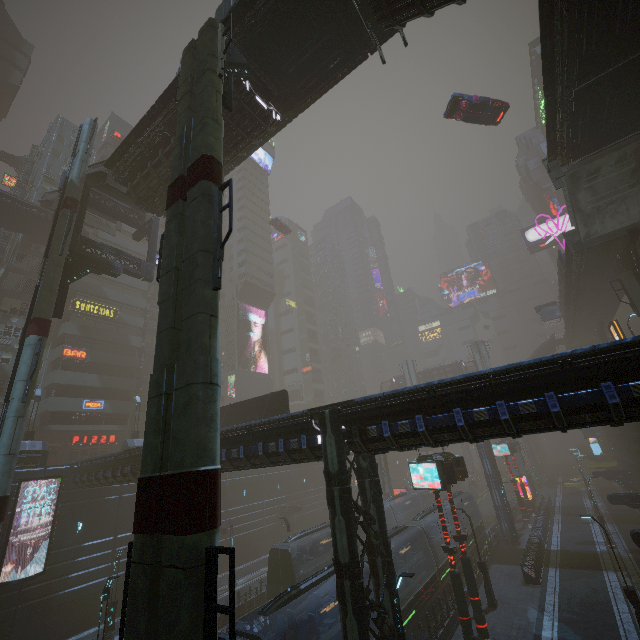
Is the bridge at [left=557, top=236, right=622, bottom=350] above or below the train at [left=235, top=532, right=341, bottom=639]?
above

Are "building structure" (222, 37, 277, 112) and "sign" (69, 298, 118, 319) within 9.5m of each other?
no

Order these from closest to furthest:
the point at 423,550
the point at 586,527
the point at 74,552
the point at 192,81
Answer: the point at 192,81, the point at 423,550, the point at 74,552, the point at 586,527

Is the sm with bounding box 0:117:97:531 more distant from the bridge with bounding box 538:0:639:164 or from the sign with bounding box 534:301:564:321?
the sign with bounding box 534:301:564:321

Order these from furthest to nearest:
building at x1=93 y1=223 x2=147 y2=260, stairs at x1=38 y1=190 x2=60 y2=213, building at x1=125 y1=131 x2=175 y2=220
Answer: building at x1=93 y1=223 x2=147 y2=260 < stairs at x1=38 y1=190 x2=60 y2=213 < building at x1=125 y1=131 x2=175 y2=220

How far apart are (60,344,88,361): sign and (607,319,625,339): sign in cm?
5491

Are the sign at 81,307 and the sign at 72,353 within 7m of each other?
yes

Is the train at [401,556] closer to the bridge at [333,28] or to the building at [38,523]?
the building at [38,523]
